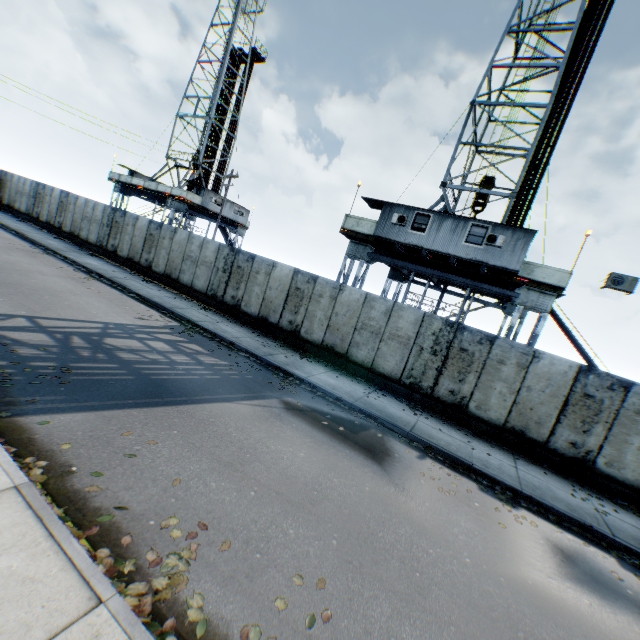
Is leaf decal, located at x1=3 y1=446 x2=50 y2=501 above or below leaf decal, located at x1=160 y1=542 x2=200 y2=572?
above

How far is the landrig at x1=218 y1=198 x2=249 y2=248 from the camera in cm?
3538

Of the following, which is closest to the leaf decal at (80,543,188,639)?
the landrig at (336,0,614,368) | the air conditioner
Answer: the air conditioner

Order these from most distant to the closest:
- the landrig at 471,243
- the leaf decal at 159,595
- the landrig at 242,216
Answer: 1. the landrig at 242,216
2. the landrig at 471,243
3. the leaf decal at 159,595

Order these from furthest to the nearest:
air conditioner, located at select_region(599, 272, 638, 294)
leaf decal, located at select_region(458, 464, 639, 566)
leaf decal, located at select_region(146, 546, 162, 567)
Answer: air conditioner, located at select_region(599, 272, 638, 294) < leaf decal, located at select_region(458, 464, 639, 566) < leaf decal, located at select_region(146, 546, 162, 567)

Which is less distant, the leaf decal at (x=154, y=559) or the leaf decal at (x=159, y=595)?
the leaf decal at (x=159, y=595)

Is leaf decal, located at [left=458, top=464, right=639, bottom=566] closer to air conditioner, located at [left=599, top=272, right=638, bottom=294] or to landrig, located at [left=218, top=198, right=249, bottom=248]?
air conditioner, located at [left=599, top=272, right=638, bottom=294]

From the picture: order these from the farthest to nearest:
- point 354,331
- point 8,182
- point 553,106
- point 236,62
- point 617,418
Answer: point 236,62 < point 8,182 < point 553,106 < point 354,331 < point 617,418
